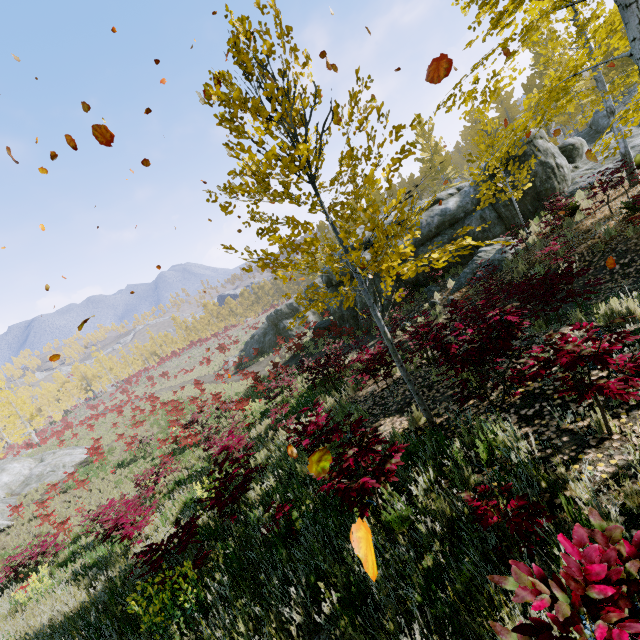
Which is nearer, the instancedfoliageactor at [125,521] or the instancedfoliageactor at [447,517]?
the instancedfoliageactor at [447,517]

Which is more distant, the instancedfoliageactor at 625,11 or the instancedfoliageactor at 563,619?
the instancedfoliageactor at 625,11

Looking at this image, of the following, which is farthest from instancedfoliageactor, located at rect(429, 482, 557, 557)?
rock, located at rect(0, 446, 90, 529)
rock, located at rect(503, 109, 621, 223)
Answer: rock, located at rect(0, 446, 90, 529)

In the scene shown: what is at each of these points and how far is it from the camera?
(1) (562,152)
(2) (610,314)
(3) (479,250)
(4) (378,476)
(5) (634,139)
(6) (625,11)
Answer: (1) rock, 15.8m
(2) instancedfoliageactor, 5.0m
(3) rock, 13.8m
(4) instancedfoliageactor, 3.4m
(5) rock, 14.3m
(6) instancedfoliageactor, 4.0m

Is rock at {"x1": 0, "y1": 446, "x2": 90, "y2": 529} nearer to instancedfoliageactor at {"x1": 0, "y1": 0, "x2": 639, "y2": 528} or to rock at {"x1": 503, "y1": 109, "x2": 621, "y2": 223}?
instancedfoliageactor at {"x1": 0, "y1": 0, "x2": 639, "y2": 528}

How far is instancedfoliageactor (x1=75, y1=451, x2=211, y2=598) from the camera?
4.06m

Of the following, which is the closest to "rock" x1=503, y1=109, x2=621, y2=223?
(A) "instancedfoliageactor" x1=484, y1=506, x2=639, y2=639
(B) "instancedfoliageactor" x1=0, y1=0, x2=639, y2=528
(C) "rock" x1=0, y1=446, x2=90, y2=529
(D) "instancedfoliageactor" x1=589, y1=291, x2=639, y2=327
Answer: (D) "instancedfoliageactor" x1=589, y1=291, x2=639, y2=327

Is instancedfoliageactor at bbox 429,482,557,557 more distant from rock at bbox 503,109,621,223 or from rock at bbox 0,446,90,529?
rock at bbox 0,446,90,529
